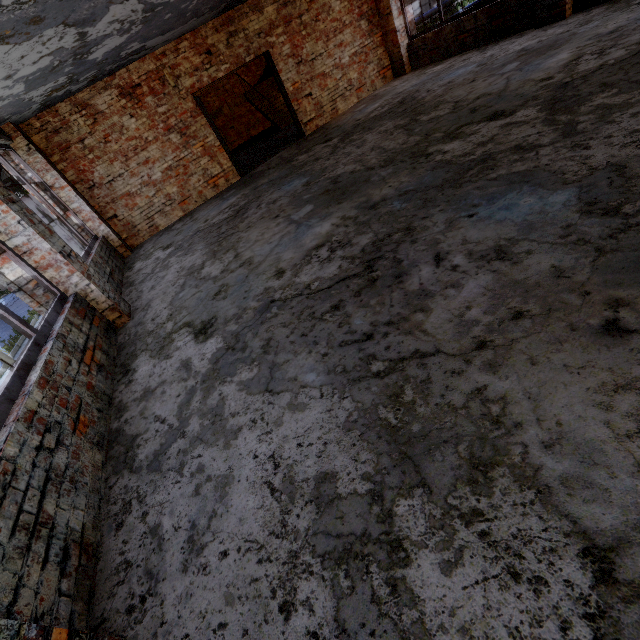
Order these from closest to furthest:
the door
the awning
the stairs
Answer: the awning < the door < the stairs

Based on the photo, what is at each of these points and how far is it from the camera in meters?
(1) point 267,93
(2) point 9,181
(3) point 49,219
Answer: (1) stairs, 14.7 m
(2) awning, 7.4 m
(3) door, 8.3 m

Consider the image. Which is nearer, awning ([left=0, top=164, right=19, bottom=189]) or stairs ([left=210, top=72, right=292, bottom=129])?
awning ([left=0, top=164, right=19, bottom=189])

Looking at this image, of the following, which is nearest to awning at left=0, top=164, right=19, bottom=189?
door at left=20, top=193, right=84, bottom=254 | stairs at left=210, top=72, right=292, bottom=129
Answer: door at left=20, top=193, right=84, bottom=254

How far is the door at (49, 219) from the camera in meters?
8.0 m

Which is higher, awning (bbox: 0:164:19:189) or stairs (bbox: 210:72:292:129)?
awning (bbox: 0:164:19:189)

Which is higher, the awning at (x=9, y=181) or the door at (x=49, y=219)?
the awning at (x=9, y=181)
